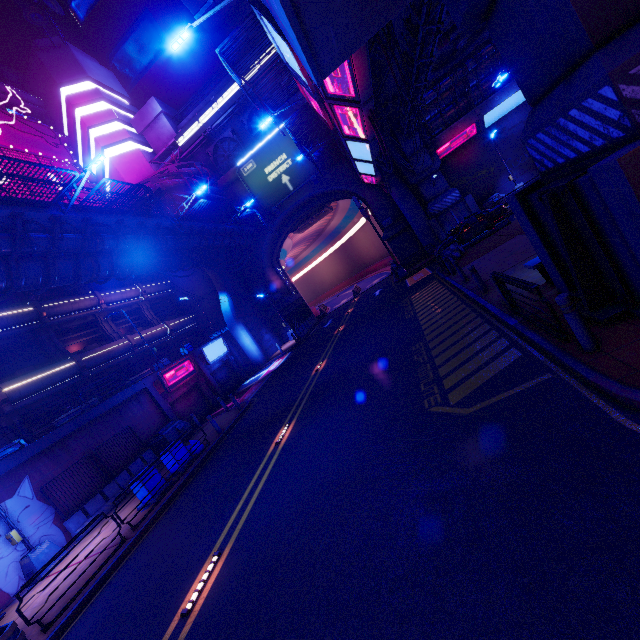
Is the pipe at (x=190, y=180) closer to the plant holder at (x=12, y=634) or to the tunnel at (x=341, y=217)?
the tunnel at (x=341, y=217)

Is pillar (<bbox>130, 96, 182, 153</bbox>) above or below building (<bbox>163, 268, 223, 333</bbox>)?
above

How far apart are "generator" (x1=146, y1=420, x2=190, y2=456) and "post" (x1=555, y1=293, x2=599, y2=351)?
19.6 meters

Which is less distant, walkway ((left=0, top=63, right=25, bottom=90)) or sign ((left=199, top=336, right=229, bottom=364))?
A: sign ((left=199, top=336, right=229, bottom=364))

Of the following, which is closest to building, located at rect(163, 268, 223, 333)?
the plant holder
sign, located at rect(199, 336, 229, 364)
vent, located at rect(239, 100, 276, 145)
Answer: sign, located at rect(199, 336, 229, 364)

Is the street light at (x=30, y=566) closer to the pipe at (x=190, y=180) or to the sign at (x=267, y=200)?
the pipe at (x=190, y=180)

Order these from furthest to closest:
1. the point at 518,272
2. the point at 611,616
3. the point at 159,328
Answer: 1. the point at 159,328
2. the point at 518,272
3. the point at 611,616

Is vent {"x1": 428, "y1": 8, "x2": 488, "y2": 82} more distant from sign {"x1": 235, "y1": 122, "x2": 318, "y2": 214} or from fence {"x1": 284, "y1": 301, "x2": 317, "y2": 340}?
fence {"x1": 284, "y1": 301, "x2": 317, "y2": 340}
